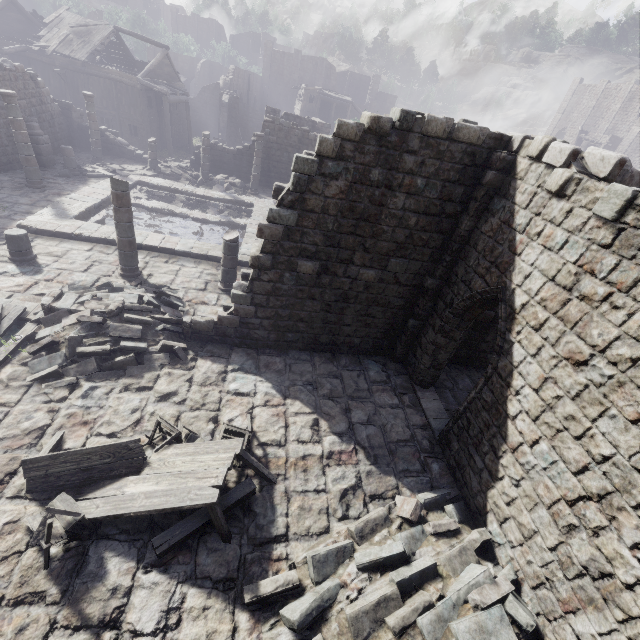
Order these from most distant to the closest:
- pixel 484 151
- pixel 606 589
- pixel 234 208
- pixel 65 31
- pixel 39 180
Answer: pixel 65 31 → pixel 234 208 → pixel 39 180 → pixel 484 151 → pixel 606 589

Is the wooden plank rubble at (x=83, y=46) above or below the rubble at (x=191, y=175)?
above

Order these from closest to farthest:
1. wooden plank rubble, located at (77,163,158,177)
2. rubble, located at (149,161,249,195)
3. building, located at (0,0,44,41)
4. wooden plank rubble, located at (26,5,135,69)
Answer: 1. wooden plank rubble, located at (77,163,158,177)
2. rubble, located at (149,161,249,195)
3. wooden plank rubble, located at (26,5,135,69)
4. building, located at (0,0,44,41)

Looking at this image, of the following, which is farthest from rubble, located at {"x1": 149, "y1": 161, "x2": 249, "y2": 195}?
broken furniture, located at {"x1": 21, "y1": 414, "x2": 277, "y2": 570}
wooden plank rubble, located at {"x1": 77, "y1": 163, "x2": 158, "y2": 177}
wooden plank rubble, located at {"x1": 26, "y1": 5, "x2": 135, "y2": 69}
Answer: broken furniture, located at {"x1": 21, "y1": 414, "x2": 277, "y2": 570}

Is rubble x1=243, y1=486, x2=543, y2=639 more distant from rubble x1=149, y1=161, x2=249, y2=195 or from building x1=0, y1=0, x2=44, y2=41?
rubble x1=149, y1=161, x2=249, y2=195

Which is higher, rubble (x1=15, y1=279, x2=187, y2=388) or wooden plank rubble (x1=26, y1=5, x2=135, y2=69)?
wooden plank rubble (x1=26, y1=5, x2=135, y2=69)

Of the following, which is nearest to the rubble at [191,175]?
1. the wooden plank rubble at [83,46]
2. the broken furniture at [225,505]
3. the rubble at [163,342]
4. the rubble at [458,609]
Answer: the rubble at [163,342]

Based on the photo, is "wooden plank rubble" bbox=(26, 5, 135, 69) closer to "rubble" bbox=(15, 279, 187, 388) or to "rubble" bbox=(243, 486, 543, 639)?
"rubble" bbox=(15, 279, 187, 388)
